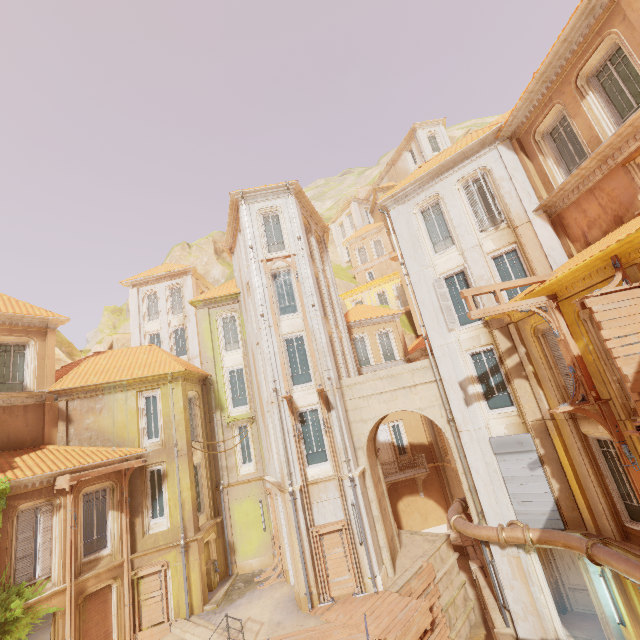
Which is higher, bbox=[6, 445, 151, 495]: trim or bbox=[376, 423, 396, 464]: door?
bbox=[6, 445, 151, 495]: trim

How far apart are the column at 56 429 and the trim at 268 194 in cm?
1418

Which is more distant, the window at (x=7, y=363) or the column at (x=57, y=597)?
the window at (x=7, y=363)

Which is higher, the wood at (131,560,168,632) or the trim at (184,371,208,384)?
the trim at (184,371,208,384)

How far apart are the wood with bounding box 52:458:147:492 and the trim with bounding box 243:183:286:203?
14.61m

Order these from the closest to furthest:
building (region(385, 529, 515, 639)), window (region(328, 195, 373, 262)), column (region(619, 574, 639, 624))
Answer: column (region(619, 574, 639, 624))
building (region(385, 529, 515, 639))
window (region(328, 195, 373, 262))

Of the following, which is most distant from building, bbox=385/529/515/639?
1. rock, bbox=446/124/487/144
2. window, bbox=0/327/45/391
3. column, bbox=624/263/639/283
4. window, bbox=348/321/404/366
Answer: rock, bbox=446/124/487/144

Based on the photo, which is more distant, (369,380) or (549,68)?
(369,380)
